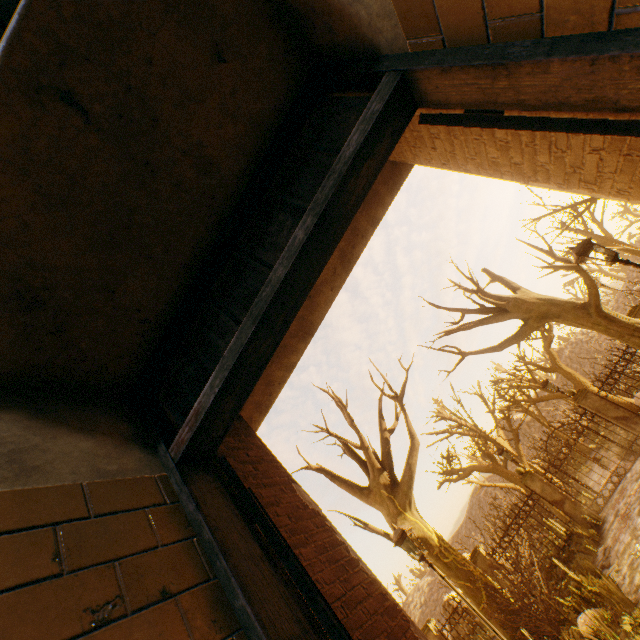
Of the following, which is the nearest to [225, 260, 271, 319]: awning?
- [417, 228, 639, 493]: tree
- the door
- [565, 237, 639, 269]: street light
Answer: the door

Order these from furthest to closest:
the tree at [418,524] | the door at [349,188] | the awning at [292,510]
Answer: the tree at [418,524] < the awning at [292,510] < the door at [349,188]

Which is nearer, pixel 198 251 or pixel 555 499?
pixel 198 251

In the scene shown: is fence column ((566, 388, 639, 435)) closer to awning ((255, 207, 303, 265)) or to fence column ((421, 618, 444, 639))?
fence column ((421, 618, 444, 639))

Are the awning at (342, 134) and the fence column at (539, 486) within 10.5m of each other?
no

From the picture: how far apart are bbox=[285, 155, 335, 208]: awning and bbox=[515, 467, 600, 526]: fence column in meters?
14.0 m

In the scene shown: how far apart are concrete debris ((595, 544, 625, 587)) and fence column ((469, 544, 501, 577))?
4.2 meters

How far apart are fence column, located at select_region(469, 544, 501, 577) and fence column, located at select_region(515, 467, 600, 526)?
3.32m
